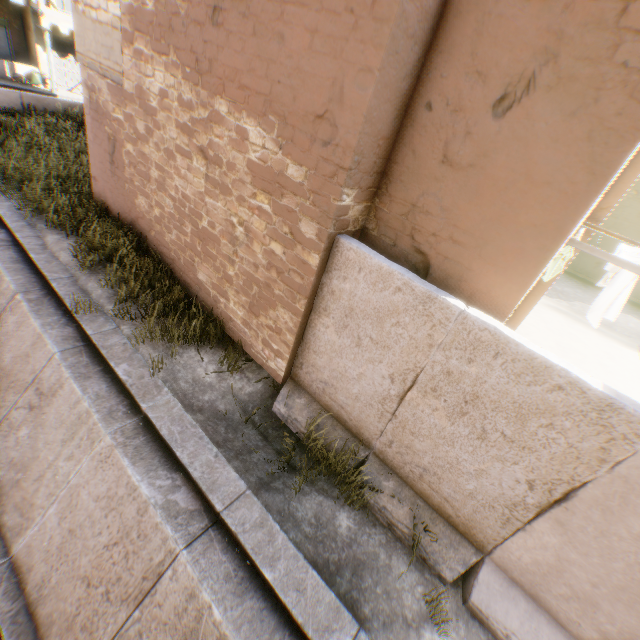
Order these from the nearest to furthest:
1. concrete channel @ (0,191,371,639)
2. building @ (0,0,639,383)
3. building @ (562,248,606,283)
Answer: building @ (0,0,639,383), concrete channel @ (0,191,371,639), building @ (562,248,606,283)

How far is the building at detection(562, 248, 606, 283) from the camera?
20.8m

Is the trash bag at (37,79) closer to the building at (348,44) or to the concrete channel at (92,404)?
the building at (348,44)

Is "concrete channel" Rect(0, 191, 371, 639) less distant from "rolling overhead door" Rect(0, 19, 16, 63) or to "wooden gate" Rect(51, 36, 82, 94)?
"rolling overhead door" Rect(0, 19, 16, 63)

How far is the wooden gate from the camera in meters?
20.4

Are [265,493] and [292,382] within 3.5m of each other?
yes

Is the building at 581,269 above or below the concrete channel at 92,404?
above

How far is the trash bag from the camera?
19.47m
